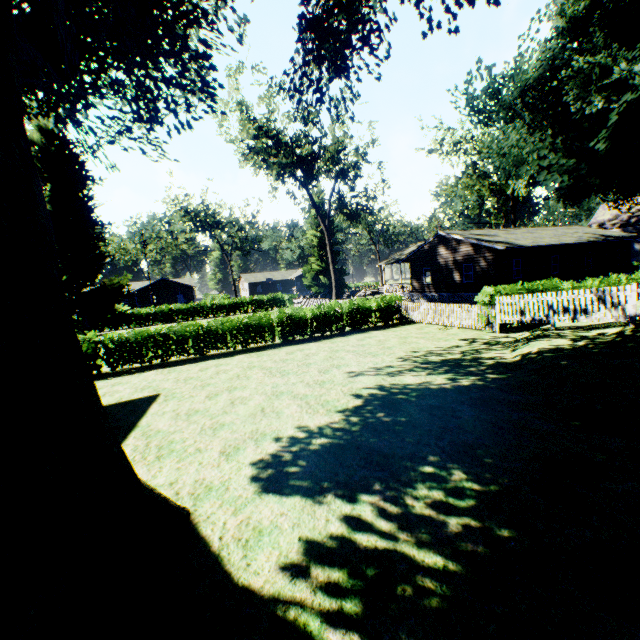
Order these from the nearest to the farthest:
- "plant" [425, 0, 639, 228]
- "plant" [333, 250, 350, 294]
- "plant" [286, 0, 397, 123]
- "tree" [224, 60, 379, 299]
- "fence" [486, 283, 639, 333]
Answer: "plant" [286, 0, 397, 123] < "fence" [486, 283, 639, 333] < "plant" [425, 0, 639, 228] < "tree" [224, 60, 379, 299] < "plant" [333, 250, 350, 294]

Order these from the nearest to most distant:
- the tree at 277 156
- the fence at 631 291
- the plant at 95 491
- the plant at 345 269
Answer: the plant at 95 491, the fence at 631 291, the tree at 277 156, the plant at 345 269

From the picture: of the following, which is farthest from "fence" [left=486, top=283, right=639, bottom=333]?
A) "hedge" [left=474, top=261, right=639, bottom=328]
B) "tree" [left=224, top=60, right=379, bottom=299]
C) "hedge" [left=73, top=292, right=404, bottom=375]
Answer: "hedge" [left=474, top=261, right=639, bottom=328]

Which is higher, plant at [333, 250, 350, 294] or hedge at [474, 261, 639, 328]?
plant at [333, 250, 350, 294]

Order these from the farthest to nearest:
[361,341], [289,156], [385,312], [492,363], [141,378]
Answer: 1. [289,156]
2. [385,312]
3. [361,341]
4. [141,378]
5. [492,363]

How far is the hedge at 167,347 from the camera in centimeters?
1524cm

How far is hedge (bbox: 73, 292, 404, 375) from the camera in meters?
15.2 m

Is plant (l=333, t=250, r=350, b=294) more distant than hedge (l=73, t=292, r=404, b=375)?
Yes
